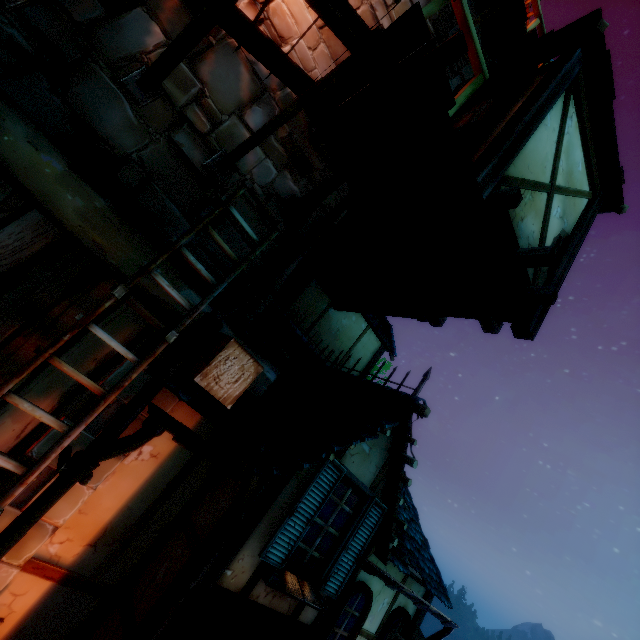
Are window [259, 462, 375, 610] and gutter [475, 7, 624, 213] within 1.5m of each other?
no

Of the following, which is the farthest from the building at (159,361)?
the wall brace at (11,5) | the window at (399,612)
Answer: the wall brace at (11,5)

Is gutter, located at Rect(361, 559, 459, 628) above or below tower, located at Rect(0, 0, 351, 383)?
below

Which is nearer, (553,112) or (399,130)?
(399,130)

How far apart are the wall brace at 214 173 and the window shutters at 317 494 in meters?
3.2 m

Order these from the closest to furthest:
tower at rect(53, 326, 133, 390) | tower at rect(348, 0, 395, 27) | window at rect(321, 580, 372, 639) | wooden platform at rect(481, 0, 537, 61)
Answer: tower at rect(53, 326, 133, 390) → tower at rect(348, 0, 395, 27) → window at rect(321, 580, 372, 639) → wooden platform at rect(481, 0, 537, 61)

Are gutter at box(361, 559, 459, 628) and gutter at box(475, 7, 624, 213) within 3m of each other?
no

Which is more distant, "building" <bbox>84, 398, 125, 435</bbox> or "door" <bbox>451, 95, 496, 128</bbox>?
"door" <bbox>451, 95, 496, 128</bbox>
